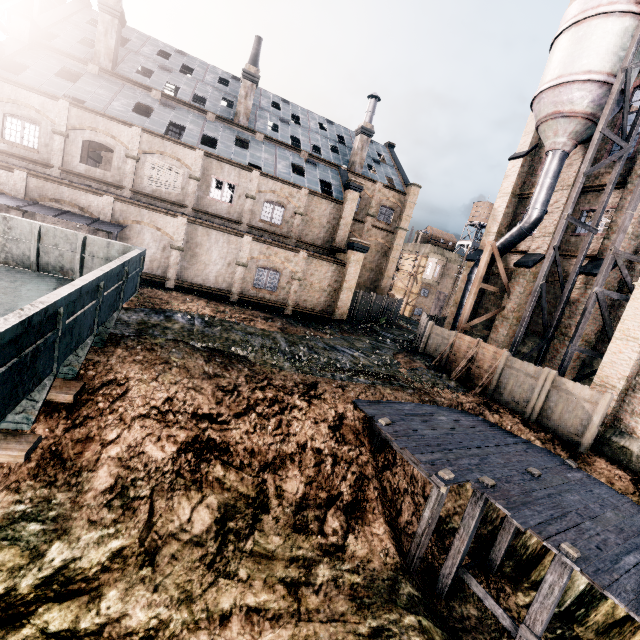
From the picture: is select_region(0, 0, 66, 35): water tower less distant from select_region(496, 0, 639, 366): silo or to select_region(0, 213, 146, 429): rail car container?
select_region(0, 213, 146, 429): rail car container

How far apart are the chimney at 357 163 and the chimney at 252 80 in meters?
10.8 m

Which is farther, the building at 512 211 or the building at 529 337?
the building at 512 211

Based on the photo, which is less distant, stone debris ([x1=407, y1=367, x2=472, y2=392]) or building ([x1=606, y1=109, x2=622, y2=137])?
stone debris ([x1=407, y1=367, x2=472, y2=392])

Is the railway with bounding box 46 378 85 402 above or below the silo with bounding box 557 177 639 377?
below

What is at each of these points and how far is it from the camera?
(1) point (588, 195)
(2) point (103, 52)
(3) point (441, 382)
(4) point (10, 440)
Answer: (1) building, 21.7 meters
(2) chimney, 25.8 meters
(3) stone debris, 18.2 meters
(4) railway, 6.3 meters

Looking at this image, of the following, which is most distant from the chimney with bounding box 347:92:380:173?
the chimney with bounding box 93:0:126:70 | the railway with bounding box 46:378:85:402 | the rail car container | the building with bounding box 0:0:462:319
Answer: the railway with bounding box 46:378:85:402

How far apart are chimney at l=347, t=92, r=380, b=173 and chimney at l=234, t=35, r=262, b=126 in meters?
10.8
